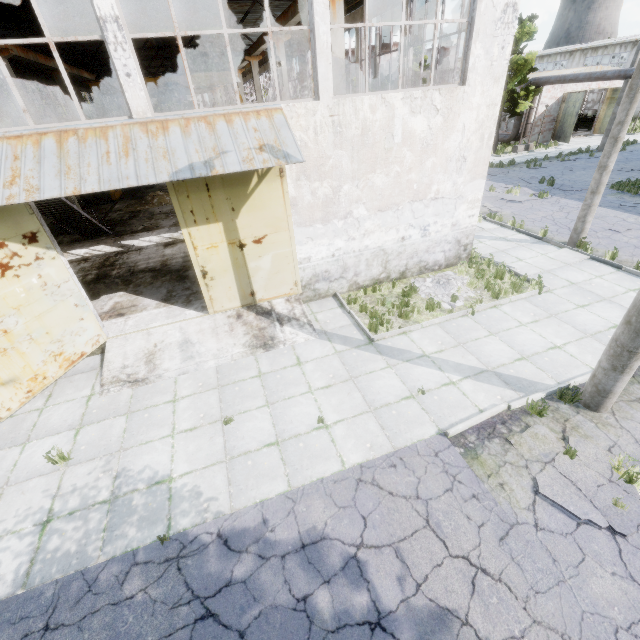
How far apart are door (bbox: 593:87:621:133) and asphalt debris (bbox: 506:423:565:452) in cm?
3994

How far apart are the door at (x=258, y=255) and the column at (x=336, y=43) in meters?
5.3

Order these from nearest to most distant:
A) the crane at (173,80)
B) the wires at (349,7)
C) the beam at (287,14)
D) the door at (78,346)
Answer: the door at (78,346) → the beam at (287,14) → the wires at (349,7) → the crane at (173,80)

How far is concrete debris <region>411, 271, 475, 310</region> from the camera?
9.8 meters

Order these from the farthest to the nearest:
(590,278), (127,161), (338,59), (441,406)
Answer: (338,59), (590,278), (441,406), (127,161)

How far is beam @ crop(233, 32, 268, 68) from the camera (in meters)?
18.25

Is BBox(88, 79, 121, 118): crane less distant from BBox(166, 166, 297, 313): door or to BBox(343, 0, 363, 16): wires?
BBox(343, 0, 363, 16): wires

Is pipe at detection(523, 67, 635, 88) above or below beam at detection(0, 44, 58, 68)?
below
